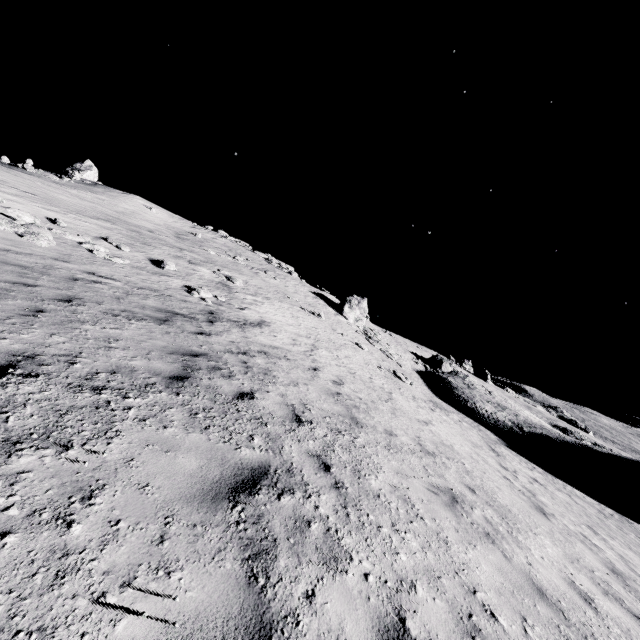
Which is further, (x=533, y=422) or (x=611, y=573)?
(x=533, y=422)

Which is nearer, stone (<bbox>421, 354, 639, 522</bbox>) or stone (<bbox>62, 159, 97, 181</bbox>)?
stone (<bbox>421, 354, 639, 522</bbox>)

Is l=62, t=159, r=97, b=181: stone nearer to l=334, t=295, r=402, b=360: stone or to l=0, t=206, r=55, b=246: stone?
l=0, t=206, r=55, b=246: stone

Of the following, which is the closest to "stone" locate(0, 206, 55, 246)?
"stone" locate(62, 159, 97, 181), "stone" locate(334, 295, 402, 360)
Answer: "stone" locate(334, 295, 402, 360)

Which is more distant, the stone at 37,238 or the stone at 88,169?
the stone at 88,169

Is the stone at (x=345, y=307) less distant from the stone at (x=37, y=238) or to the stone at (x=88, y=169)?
the stone at (x=37, y=238)

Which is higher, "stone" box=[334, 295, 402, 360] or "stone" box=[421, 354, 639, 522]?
"stone" box=[334, 295, 402, 360]

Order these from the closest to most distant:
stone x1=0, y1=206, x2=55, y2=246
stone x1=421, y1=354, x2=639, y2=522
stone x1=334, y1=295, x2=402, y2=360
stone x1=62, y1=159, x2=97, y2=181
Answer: stone x1=0, y1=206, x2=55, y2=246 → stone x1=421, y1=354, x2=639, y2=522 → stone x1=334, y1=295, x2=402, y2=360 → stone x1=62, y1=159, x2=97, y2=181
